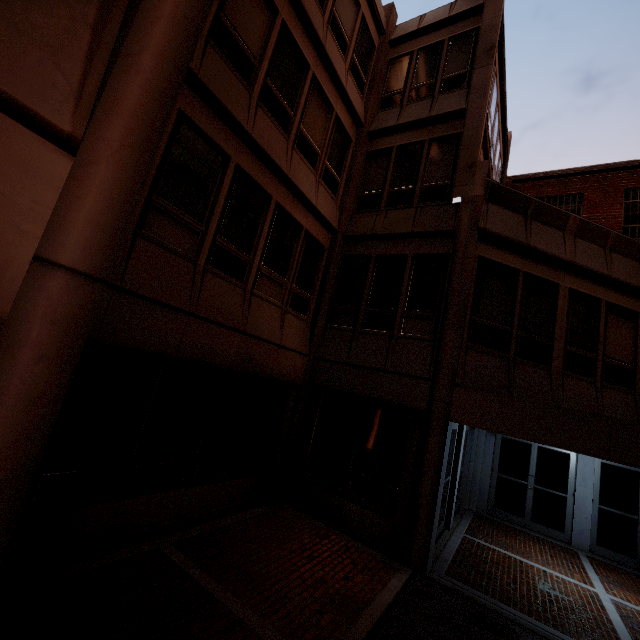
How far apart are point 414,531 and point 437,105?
11.17m
